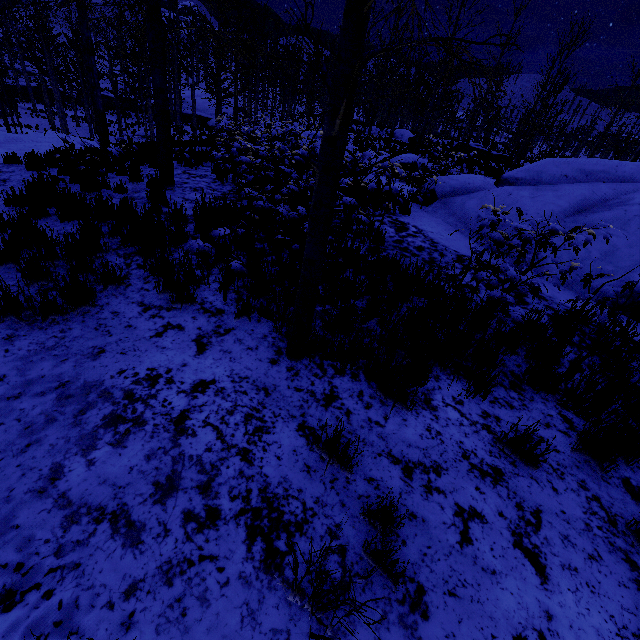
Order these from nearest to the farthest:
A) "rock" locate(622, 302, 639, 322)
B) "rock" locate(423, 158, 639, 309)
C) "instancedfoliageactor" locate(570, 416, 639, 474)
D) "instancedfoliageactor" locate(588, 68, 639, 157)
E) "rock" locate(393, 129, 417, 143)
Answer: "instancedfoliageactor" locate(570, 416, 639, 474), "rock" locate(622, 302, 639, 322), "rock" locate(423, 158, 639, 309), "instancedfoliageactor" locate(588, 68, 639, 157), "rock" locate(393, 129, 417, 143)

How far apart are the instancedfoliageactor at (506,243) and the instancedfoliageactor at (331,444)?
1.88m

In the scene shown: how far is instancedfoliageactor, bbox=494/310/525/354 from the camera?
3.43m

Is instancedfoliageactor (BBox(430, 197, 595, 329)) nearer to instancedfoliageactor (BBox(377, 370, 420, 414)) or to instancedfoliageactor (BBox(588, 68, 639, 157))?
instancedfoliageactor (BBox(377, 370, 420, 414))

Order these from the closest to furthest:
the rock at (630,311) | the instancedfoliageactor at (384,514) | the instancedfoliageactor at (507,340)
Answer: the instancedfoliageactor at (384,514)
the instancedfoliageactor at (507,340)
the rock at (630,311)

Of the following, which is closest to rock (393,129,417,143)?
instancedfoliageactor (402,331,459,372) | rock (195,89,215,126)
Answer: rock (195,89,215,126)

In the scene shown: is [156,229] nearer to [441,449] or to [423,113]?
[441,449]

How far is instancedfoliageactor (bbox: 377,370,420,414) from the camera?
2.7 meters
